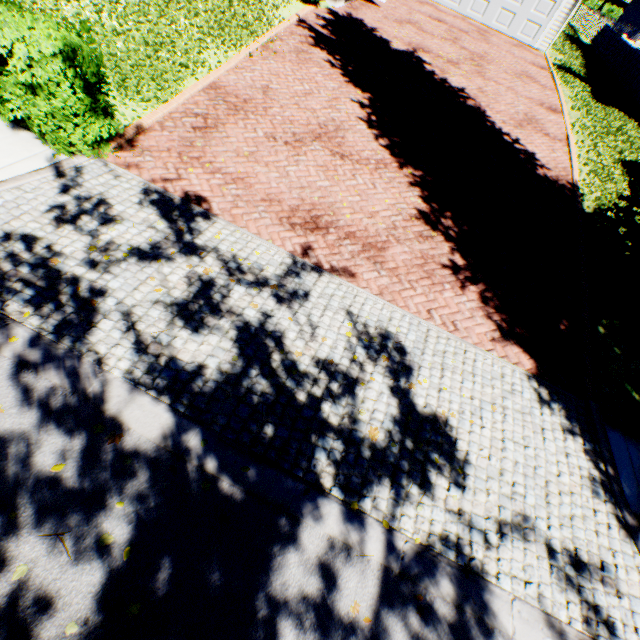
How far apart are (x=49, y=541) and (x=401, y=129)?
10.32m

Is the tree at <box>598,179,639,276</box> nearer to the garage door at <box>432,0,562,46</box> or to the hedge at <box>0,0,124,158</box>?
the hedge at <box>0,0,124,158</box>

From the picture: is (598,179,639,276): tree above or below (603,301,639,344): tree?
above

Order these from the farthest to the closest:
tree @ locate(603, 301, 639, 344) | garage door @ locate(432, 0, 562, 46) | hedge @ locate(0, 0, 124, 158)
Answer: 1. garage door @ locate(432, 0, 562, 46)
2. tree @ locate(603, 301, 639, 344)
3. hedge @ locate(0, 0, 124, 158)

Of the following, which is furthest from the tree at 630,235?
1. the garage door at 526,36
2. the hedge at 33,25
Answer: the garage door at 526,36

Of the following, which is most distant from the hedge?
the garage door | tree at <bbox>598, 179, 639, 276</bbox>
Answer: the garage door

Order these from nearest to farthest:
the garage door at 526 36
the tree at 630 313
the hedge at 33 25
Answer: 1. the hedge at 33 25
2. the tree at 630 313
3. the garage door at 526 36
